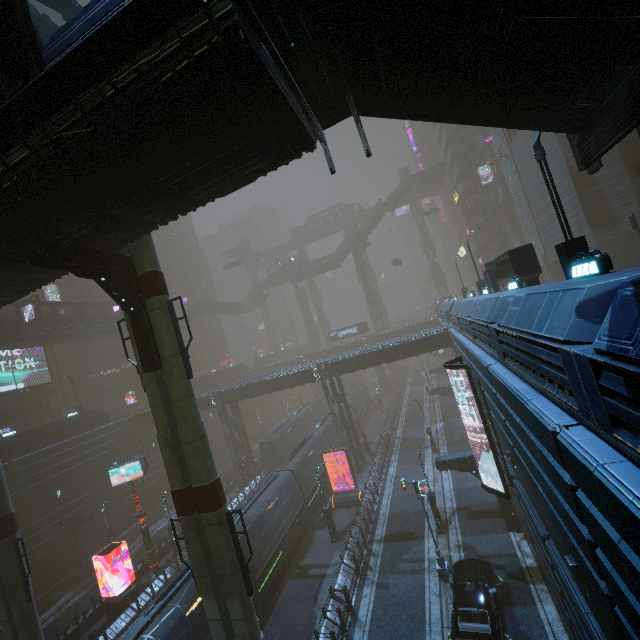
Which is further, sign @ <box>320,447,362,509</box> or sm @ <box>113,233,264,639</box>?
sign @ <box>320,447,362,509</box>

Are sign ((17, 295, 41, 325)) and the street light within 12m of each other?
no

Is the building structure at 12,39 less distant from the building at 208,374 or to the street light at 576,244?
the building at 208,374

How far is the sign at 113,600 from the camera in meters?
22.0

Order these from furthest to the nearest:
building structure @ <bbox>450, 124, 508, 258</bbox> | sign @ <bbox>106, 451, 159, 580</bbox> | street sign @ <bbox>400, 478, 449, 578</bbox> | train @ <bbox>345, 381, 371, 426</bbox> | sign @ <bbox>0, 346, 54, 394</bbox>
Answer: train @ <bbox>345, 381, 371, 426</bbox>
building structure @ <bbox>450, 124, 508, 258</bbox>
sign @ <bbox>0, 346, 54, 394</bbox>
sign @ <bbox>106, 451, 159, 580</bbox>
street sign @ <bbox>400, 478, 449, 578</bbox>

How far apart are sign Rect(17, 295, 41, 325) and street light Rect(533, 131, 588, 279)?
41.8m

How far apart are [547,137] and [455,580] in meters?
30.7

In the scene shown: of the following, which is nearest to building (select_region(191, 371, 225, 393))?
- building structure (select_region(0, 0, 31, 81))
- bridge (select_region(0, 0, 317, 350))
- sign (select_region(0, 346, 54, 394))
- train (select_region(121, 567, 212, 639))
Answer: sign (select_region(0, 346, 54, 394))
